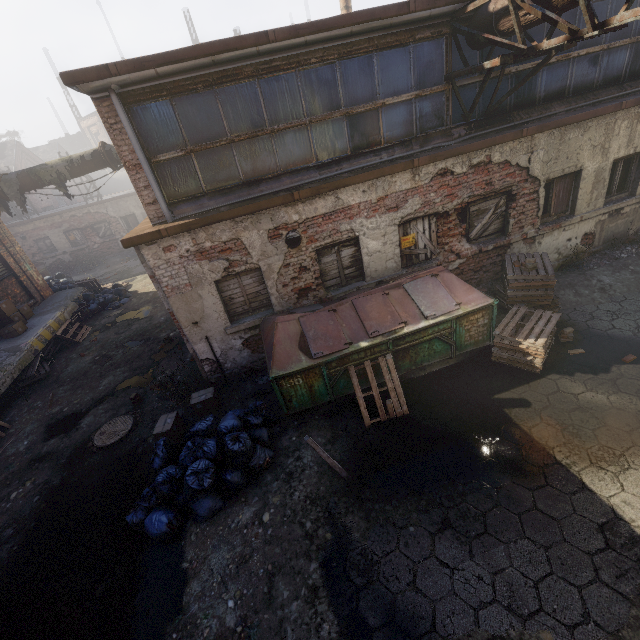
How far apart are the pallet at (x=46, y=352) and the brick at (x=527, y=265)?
13.6m

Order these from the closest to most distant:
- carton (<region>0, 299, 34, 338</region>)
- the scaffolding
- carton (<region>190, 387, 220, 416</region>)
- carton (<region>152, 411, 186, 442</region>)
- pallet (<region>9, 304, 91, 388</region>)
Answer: the scaffolding, carton (<region>152, 411, 186, 442</region>), carton (<region>190, 387, 220, 416</region>), pallet (<region>9, 304, 91, 388</region>), carton (<region>0, 299, 34, 338</region>)

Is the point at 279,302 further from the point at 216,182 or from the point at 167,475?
the point at 167,475

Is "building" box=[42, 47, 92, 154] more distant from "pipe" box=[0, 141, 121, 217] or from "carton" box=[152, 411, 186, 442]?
"carton" box=[152, 411, 186, 442]

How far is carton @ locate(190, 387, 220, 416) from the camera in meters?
6.9

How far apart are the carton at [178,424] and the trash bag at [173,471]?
0.3m

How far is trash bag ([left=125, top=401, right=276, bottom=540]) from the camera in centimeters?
497cm

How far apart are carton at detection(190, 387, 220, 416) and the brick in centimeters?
723cm
